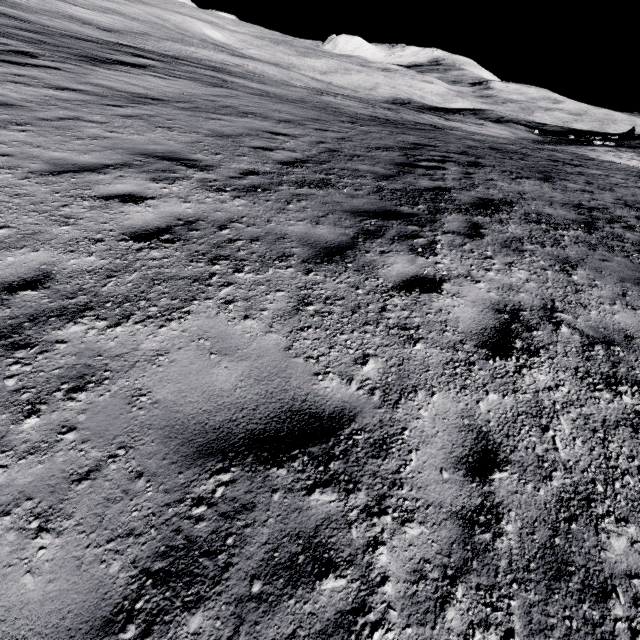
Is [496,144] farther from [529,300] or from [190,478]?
[190,478]
